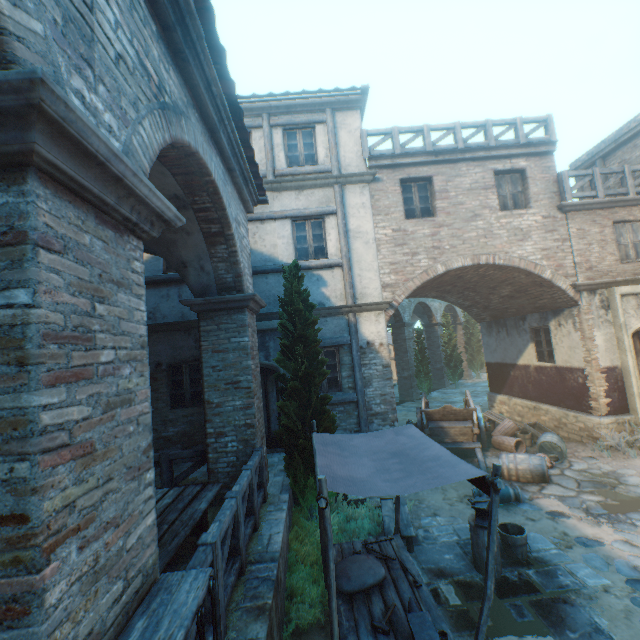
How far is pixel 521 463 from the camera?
7.89m

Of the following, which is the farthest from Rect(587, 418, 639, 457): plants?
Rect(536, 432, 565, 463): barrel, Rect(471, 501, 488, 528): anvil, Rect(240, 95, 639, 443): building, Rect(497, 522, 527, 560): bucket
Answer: Rect(471, 501, 488, 528): anvil

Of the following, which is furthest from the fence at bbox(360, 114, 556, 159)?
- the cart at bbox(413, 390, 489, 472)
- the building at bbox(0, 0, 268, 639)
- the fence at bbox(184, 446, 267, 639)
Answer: the fence at bbox(184, 446, 267, 639)

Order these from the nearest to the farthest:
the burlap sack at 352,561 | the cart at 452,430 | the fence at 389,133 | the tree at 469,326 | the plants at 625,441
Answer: the burlap sack at 352,561 < the plants at 625,441 < the cart at 452,430 < the fence at 389,133 < the tree at 469,326

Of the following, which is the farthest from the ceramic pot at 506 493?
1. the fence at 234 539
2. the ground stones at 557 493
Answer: the fence at 234 539

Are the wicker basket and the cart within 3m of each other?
yes

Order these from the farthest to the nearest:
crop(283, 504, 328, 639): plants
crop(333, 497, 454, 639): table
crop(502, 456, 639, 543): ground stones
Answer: crop(502, 456, 639, 543): ground stones < crop(283, 504, 328, 639): plants < crop(333, 497, 454, 639): table

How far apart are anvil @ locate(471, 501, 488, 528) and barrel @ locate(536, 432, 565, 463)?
5.0 meters
